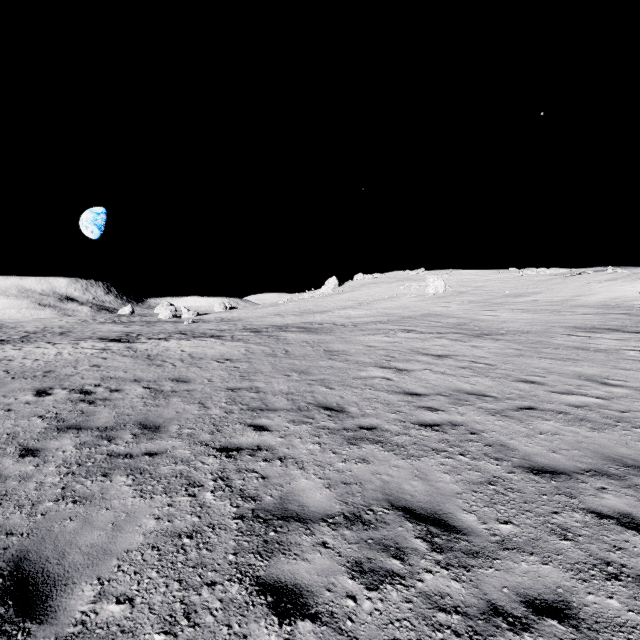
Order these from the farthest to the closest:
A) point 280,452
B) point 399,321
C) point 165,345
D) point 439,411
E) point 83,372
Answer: point 399,321 → point 165,345 → point 83,372 → point 439,411 → point 280,452
